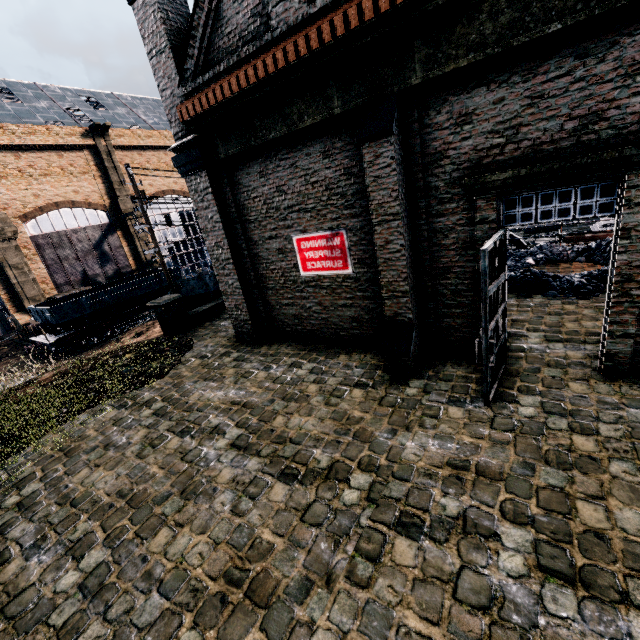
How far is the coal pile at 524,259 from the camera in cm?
1032

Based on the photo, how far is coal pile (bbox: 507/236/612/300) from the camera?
10.32m

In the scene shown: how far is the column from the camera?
14.4 meters

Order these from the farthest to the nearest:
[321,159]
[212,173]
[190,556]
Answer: [212,173] < [321,159] < [190,556]

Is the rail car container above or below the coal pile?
above

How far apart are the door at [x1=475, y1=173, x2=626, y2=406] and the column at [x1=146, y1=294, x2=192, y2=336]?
12.62m

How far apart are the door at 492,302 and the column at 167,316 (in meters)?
12.62

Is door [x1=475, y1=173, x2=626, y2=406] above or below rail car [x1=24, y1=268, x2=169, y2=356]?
above
